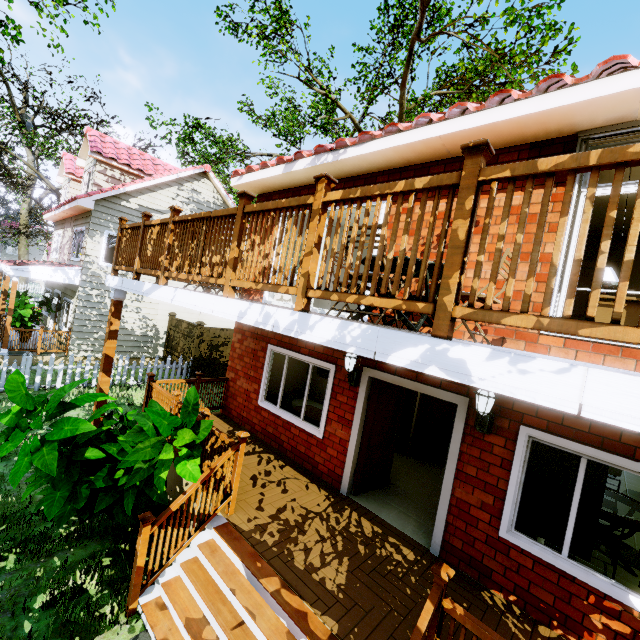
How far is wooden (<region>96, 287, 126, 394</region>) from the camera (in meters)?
5.92

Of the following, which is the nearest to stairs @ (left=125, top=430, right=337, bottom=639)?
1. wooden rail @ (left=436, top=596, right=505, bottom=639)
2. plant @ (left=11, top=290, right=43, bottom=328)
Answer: wooden rail @ (left=436, top=596, right=505, bottom=639)

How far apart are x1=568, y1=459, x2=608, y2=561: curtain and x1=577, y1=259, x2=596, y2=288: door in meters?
3.7 m

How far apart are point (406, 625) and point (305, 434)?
3.34m

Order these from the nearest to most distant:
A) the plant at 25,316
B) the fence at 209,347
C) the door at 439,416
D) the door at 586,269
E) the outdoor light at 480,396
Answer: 1. the outdoor light at 480,396
2. the door at 586,269
3. the door at 439,416
4. the plant at 25,316
5. the fence at 209,347

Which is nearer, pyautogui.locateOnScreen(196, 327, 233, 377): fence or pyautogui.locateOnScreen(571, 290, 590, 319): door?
pyautogui.locateOnScreen(571, 290, 590, 319): door

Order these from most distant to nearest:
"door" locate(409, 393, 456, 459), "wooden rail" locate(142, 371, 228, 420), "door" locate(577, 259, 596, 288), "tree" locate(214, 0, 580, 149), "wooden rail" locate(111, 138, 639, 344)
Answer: "tree" locate(214, 0, 580, 149) → "door" locate(409, 393, 456, 459) → "door" locate(577, 259, 596, 288) → "wooden rail" locate(142, 371, 228, 420) → "wooden rail" locate(111, 138, 639, 344)

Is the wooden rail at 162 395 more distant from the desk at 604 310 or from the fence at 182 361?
the desk at 604 310
